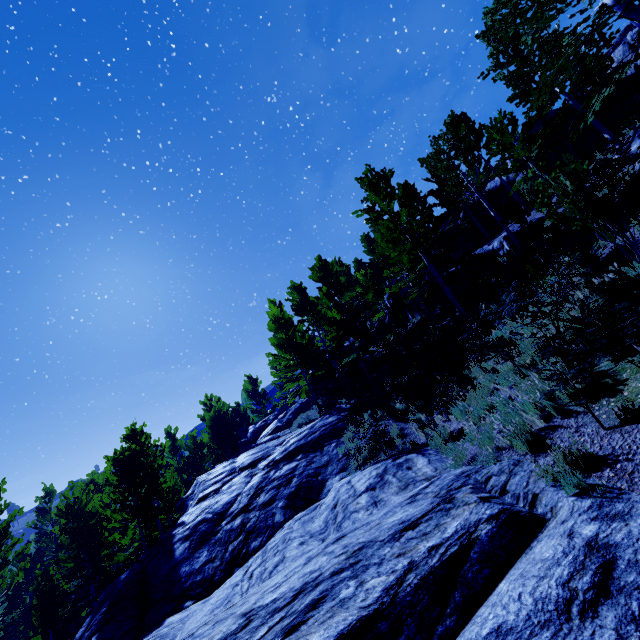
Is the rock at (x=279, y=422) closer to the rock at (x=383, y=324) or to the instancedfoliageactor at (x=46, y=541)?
the instancedfoliageactor at (x=46, y=541)

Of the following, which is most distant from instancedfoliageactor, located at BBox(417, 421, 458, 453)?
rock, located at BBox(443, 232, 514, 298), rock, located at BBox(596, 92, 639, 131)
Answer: rock, located at BBox(443, 232, 514, 298)

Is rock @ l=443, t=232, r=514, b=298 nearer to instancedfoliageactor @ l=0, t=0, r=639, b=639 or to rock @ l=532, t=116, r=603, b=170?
instancedfoliageactor @ l=0, t=0, r=639, b=639

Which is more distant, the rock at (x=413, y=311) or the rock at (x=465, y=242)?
the rock at (x=465, y=242)

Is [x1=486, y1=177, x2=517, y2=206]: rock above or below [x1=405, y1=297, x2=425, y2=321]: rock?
above

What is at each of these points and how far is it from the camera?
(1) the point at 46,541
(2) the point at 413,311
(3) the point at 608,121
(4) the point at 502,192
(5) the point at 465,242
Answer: (1) instancedfoliageactor, 22.5 meters
(2) rock, 25.2 meters
(3) rock, 17.6 meters
(4) rock, 24.8 meters
(5) rock, 28.4 meters

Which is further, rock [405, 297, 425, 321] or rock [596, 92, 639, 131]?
rock [405, 297, 425, 321]

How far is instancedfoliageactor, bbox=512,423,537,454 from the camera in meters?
5.5 m
